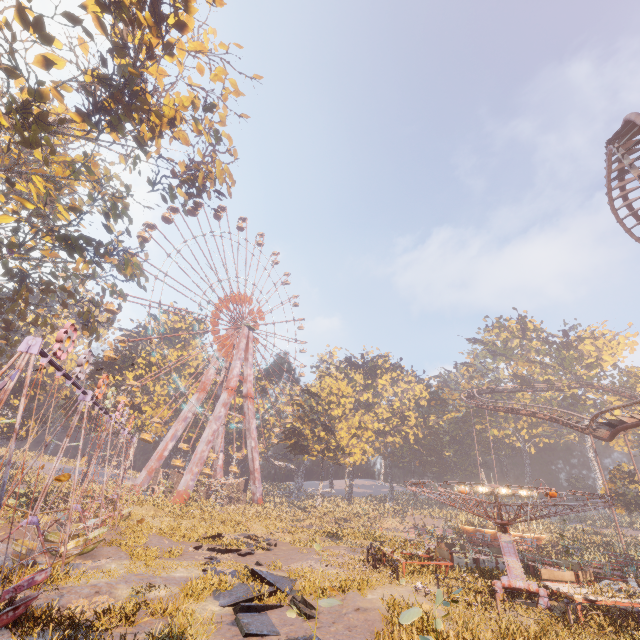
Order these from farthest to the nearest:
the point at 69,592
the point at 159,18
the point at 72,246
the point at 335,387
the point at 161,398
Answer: the point at 335,387 < the point at 161,398 < the point at 72,246 < the point at 159,18 < the point at 69,592

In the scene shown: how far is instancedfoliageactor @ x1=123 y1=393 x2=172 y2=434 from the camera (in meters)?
44.50

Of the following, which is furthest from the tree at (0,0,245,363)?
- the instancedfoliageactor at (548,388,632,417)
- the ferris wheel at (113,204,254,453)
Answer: the instancedfoliageactor at (548,388,632,417)

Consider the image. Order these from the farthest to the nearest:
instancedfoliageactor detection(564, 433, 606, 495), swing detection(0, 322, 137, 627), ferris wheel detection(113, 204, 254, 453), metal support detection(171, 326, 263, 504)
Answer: instancedfoliageactor detection(564, 433, 606, 495), ferris wheel detection(113, 204, 254, 453), metal support detection(171, 326, 263, 504), swing detection(0, 322, 137, 627)

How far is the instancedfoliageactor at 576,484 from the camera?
55.2 meters

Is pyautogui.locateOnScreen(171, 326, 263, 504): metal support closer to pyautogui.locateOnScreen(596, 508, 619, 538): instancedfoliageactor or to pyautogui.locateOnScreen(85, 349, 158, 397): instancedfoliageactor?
pyautogui.locateOnScreen(85, 349, 158, 397): instancedfoliageactor

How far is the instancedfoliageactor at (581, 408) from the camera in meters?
52.8

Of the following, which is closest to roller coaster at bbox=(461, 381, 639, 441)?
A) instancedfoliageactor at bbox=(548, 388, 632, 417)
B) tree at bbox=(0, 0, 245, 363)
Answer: instancedfoliageactor at bbox=(548, 388, 632, 417)
